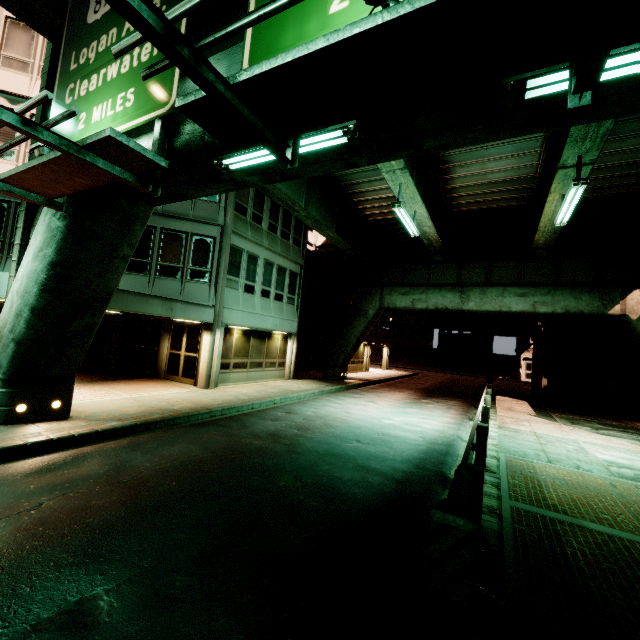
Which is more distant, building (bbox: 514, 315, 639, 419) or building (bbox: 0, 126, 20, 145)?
building (bbox: 514, 315, 639, 419)

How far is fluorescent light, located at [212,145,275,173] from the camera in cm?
484

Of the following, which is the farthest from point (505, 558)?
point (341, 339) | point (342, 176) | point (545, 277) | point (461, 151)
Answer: point (341, 339)

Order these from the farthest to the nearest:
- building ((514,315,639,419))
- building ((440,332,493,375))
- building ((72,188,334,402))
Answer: building ((440,332,493,375)) < building ((514,315,639,419)) < building ((72,188,334,402))

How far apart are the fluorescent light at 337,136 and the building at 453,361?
48.9 meters

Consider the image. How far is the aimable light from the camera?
4.88m

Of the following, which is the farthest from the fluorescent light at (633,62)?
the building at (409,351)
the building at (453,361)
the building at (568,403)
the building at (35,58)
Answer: the building at (409,351)

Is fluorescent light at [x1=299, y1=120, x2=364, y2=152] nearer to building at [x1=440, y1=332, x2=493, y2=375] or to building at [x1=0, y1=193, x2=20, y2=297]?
building at [x1=0, y1=193, x2=20, y2=297]
